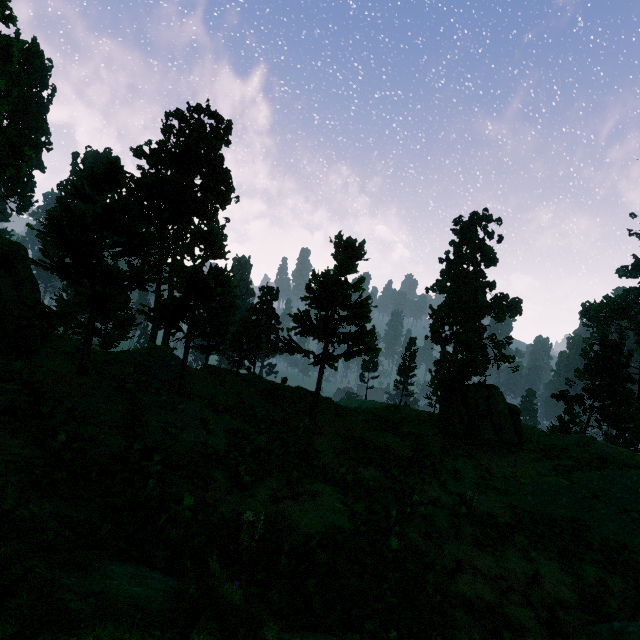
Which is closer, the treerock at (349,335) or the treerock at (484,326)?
the treerock at (349,335)

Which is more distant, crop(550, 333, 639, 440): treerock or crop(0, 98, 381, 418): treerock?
crop(550, 333, 639, 440): treerock

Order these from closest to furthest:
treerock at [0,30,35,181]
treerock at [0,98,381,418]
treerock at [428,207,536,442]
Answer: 1. treerock at [0,98,381,418]
2. treerock at [428,207,536,442]
3. treerock at [0,30,35,181]

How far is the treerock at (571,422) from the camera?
46.25m

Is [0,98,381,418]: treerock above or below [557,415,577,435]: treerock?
above

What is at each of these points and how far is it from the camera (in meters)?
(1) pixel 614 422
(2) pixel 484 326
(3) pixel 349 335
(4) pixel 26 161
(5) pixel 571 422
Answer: (1) treerock, 42.19
(2) treerock, 55.25
(3) treerock, 18.66
(4) treerock, 30.03
(5) treerock, 46.34

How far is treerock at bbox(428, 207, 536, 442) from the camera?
19.1m
